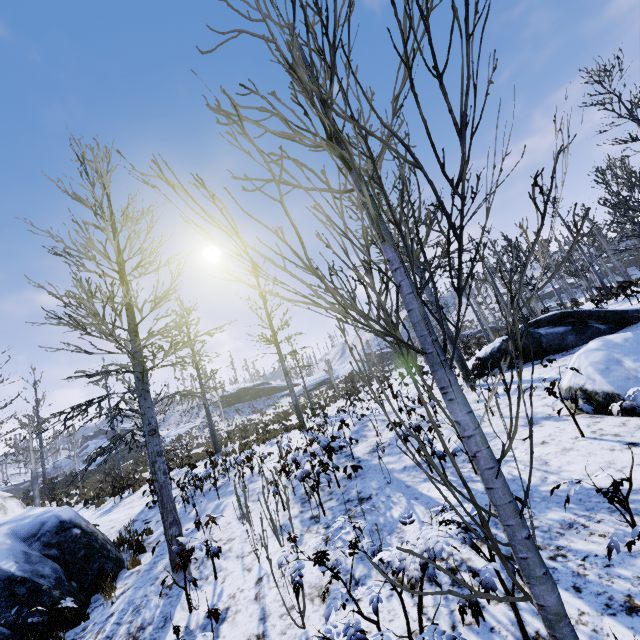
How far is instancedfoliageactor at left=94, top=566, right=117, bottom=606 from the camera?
5.8m

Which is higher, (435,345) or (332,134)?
(332,134)

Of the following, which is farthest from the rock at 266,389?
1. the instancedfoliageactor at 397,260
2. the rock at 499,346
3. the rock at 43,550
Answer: the rock at 43,550

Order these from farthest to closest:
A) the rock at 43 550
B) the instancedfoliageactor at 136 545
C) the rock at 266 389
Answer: the rock at 266 389 < the instancedfoliageactor at 136 545 < the rock at 43 550

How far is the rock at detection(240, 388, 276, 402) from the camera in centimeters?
5956cm

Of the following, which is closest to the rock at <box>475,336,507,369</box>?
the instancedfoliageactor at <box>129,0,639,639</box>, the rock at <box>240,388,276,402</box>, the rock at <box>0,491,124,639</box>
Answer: the instancedfoliageactor at <box>129,0,639,639</box>

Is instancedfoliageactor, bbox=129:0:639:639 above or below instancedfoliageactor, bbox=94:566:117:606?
above

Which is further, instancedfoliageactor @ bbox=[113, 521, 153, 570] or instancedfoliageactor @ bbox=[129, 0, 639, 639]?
instancedfoliageactor @ bbox=[113, 521, 153, 570]
